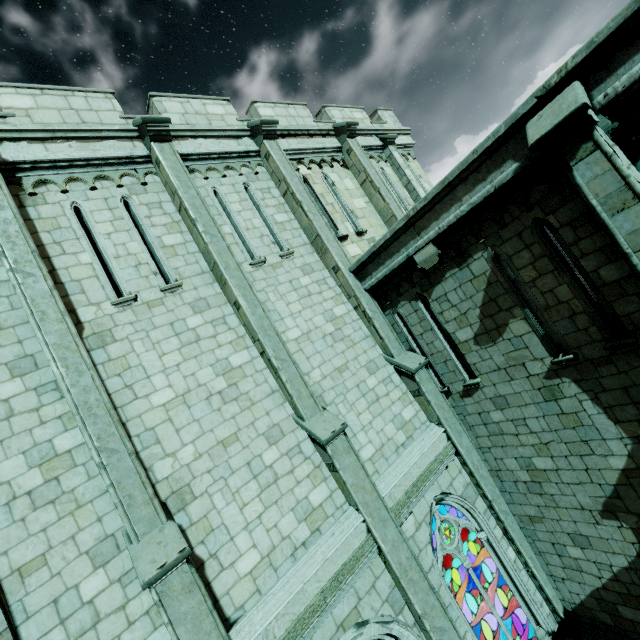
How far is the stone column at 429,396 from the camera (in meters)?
7.88

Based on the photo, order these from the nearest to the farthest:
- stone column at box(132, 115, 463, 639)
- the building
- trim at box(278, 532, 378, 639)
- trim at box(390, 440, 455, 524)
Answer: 1. the building
2. trim at box(278, 532, 378, 639)
3. stone column at box(132, 115, 463, 639)
4. trim at box(390, 440, 455, 524)

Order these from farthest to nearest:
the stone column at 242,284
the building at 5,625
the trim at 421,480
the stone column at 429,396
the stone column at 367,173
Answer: the stone column at 367,173, the stone column at 429,396, the trim at 421,480, the stone column at 242,284, the building at 5,625

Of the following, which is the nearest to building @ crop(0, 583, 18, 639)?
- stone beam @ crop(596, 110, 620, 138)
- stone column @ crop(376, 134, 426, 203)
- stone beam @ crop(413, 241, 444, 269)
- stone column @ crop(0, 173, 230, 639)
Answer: stone column @ crop(0, 173, 230, 639)

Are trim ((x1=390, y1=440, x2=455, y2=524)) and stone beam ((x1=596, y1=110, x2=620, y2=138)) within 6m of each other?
no

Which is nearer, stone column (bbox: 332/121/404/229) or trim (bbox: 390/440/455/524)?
trim (bbox: 390/440/455/524)

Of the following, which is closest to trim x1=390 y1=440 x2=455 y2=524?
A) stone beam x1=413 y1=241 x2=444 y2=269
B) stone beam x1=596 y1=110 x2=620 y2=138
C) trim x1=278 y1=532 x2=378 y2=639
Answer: trim x1=278 y1=532 x2=378 y2=639

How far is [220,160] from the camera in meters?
9.1 m
